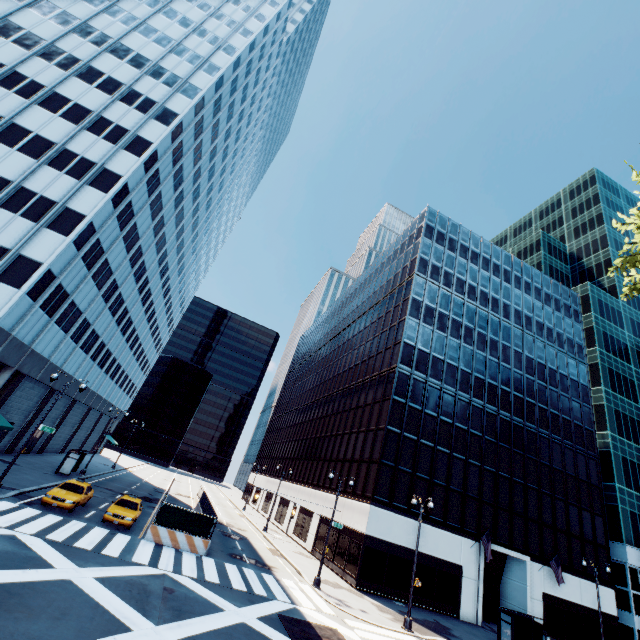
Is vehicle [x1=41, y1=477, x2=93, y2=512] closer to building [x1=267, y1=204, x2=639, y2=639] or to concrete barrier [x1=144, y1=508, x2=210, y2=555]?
concrete barrier [x1=144, y1=508, x2=210, y2=555]

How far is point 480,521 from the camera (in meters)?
31.08

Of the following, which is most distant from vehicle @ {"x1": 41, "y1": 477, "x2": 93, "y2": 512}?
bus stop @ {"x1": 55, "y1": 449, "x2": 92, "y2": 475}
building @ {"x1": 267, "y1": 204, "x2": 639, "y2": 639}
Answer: building @ {"x1": 267, "y1": 204, "x2": 639, "y2": 639}

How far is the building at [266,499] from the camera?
53.3 meters

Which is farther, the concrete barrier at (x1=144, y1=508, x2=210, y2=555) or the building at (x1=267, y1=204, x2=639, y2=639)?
the building at (x1=267, y1=204, x2=639, y2=639)

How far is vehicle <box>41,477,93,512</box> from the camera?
19.7m

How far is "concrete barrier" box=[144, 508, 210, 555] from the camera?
20.53m

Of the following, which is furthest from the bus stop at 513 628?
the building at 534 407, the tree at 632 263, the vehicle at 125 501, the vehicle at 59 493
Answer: the vehicle at 59 493
